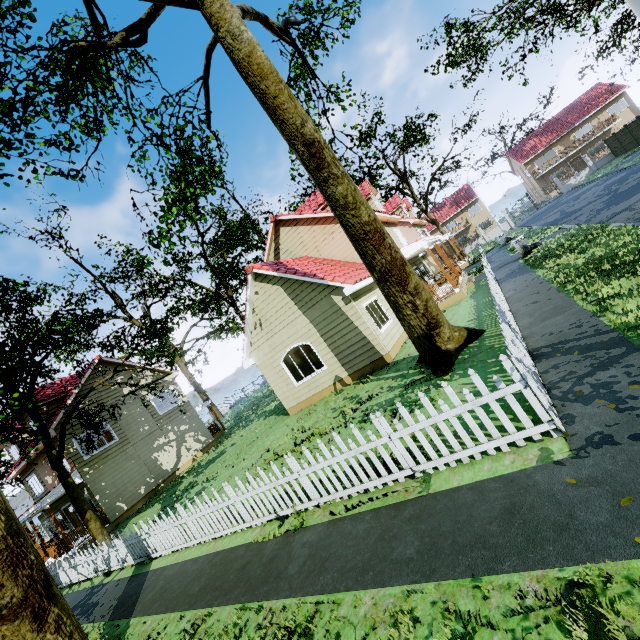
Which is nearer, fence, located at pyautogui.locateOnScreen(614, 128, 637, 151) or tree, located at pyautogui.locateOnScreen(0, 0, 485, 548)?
tree, located at pyautogui.locateOnScreen(0, 0, 485, 548)

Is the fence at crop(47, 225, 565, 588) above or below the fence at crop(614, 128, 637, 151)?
below

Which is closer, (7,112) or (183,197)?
(7,112)

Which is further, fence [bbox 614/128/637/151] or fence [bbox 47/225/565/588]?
fence [bbox 614/128/637/151]

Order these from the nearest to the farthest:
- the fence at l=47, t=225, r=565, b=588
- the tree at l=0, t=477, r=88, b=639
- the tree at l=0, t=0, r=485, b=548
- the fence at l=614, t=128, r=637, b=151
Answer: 1. the fence at l=47, t=225, r=565, b=588
2. the tree at l=0, t=477, r=88, b=639
3. the tree at l=0, t=0, r=485, b=548
4. the fence at l=614, t=128, r=637, b=151

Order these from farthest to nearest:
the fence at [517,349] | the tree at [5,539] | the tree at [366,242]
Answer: the tree at [366,242], the tree at [5,539], the fence at [517,349]

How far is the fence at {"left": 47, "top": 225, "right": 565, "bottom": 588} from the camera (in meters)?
4.03

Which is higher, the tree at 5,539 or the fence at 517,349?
the tree at 5,539
